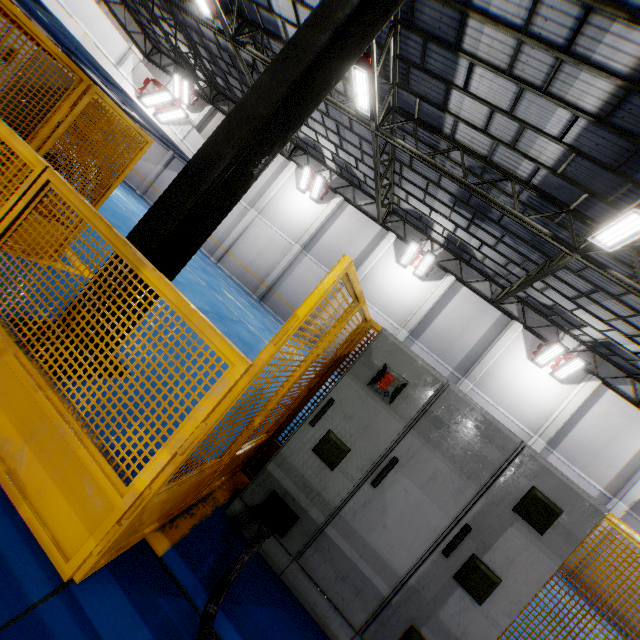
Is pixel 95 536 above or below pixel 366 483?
below

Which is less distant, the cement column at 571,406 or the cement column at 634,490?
the cement column at 634,490

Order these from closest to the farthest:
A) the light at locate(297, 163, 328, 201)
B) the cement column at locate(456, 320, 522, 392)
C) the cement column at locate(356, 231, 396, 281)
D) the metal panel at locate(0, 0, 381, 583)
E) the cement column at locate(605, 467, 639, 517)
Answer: the metal panel at locate(0, 0, 381, 583)
the cement column at locate(605, 467, 639, 517)
the cement column at locate(456, 320, 522, 392)
the cement column at locate(356, 231, 396, 281)
the light at locate(297, 163, 328, 201)

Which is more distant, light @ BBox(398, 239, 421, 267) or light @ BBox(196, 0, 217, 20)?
light @ BBox(398, 239, 421, 267)

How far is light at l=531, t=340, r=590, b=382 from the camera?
14.63m

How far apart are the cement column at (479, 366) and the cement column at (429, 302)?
3.35m

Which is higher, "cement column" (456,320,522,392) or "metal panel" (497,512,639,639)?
"cement column" (456,320,522,392)

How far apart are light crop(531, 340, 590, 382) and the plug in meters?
16.4
